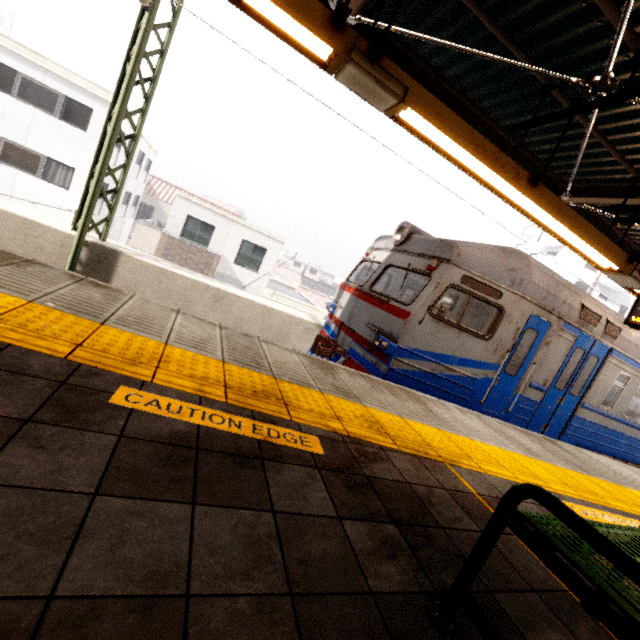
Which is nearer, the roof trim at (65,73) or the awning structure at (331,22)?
the awning structure at (331,22)

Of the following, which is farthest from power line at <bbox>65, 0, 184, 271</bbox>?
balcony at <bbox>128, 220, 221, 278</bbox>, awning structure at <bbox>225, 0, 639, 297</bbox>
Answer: balcony at <bbox>128, 220, 221, 278</bbox>

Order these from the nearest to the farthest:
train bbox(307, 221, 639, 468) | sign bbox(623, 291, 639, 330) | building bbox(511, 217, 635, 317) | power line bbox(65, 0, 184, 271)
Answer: sign bbox(623, 291, 639, 330) < train bbox(307, 221, 639, 468) < power line bbox(65, 0, 184, 271) < building bbox(511, 217, 635, 317)

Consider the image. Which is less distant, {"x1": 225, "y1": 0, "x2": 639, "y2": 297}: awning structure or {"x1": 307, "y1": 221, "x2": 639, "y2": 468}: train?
{"x1": 225, "y1": 0, "x2": 639, "y2": 297}: awning structure

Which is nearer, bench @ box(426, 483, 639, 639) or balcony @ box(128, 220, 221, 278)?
bench @ box(426, 483, 639, 639)

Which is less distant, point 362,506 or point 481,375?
point 362,506

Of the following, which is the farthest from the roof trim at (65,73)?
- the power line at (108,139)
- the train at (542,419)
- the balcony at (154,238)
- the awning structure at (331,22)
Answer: the train at (542,419)

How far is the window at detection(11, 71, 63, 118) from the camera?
14.7m
